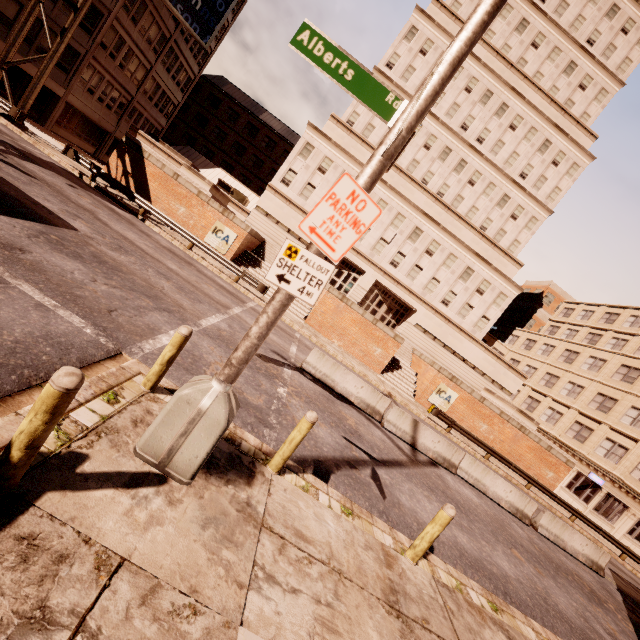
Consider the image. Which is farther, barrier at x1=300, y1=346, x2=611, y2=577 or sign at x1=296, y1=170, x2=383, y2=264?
barrier at x1=300, y1=346, x2=611, y2=577

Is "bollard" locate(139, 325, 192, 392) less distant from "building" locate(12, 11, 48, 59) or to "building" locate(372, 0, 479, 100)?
"building" locate(12, 11, 48, 59)

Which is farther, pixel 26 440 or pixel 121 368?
pixel 121 368

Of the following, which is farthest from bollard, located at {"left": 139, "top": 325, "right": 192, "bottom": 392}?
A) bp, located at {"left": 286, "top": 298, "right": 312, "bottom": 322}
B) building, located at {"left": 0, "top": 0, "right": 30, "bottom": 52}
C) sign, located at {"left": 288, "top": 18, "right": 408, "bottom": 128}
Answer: building, located at {"left": 0, "top": 0, "right": 30, "bottom": 52}

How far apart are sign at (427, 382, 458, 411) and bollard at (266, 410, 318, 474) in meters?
21.4

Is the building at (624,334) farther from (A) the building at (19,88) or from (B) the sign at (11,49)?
(B) the sign at (11,49)

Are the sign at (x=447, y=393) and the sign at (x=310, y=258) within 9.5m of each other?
no

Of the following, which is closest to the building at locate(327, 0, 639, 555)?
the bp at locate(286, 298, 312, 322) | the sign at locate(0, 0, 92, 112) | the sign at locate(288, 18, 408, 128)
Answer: the bp at locate(286, 298, 312, 322)
